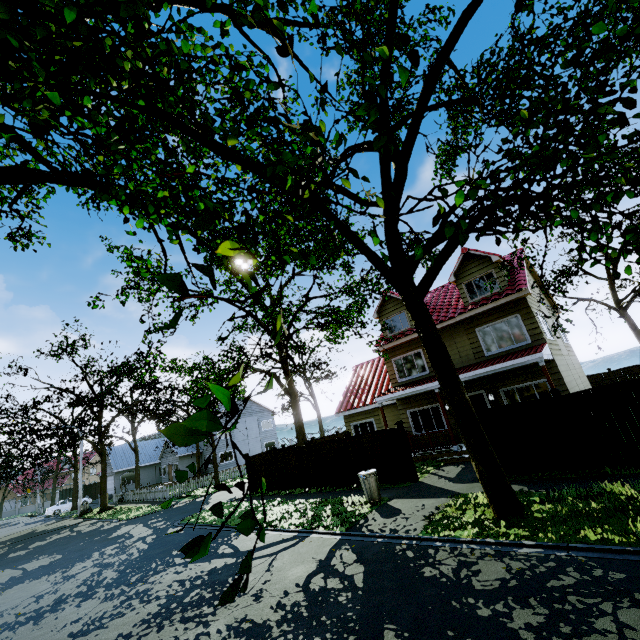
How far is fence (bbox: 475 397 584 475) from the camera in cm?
920

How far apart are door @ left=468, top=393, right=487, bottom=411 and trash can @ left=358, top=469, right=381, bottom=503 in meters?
6.9 m

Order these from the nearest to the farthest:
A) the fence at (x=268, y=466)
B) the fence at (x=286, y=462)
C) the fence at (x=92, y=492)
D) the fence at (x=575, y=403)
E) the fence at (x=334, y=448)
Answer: the fence at (x=575, y=403), the fence at (x=334, y=448), the fence at (x=286, y=462), the fence at (x=268, y=466), the fence at (x=92, y=492)

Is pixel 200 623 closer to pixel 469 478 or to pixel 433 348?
pixel 433 348

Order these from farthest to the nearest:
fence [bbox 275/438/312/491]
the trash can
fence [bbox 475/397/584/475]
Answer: fence [bbox 275/438/312/491] → the trash can → fence [bbox 475/397/584/475]

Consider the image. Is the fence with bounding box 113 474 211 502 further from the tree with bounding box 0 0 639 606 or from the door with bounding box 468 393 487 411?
the door with bounding box 468 393 487 411

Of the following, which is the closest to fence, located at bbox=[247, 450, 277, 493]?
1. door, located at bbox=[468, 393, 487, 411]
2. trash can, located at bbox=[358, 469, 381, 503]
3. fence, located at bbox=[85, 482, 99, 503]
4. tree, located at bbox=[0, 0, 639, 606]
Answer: fence, located at bbox=[85, 482, 99, 503]

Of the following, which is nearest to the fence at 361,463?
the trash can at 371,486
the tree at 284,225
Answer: the tree at 284,225
